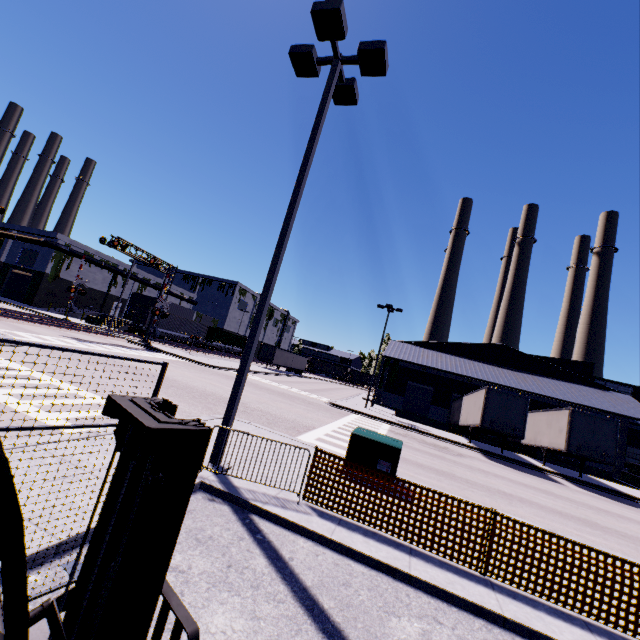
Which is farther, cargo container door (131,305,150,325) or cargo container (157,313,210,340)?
cargo container (157,313,210,340)

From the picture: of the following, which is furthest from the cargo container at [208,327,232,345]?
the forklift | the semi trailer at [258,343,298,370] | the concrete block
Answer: the concrete block

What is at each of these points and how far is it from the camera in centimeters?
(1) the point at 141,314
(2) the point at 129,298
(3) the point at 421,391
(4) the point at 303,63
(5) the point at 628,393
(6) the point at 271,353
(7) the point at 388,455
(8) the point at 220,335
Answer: (1) cargo container door, 4109cm
(2) building, 5766cm
(3) roll-up door, 3759cm
(4) light, 816cm
(5) building, 3966cm
(6) semi trailer, 5075cm
(7) electrical box, 830cm
(8) cargo container, 5622cm

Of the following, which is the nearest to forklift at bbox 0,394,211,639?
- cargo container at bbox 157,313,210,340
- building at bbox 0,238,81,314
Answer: building at bbox 0,238,81,314

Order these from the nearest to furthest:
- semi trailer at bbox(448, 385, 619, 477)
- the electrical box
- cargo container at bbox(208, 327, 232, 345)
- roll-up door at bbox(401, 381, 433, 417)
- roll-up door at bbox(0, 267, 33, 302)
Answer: the electrical box
semi trailer at bbox(448, 385, 619, 477)
roll-up door at bbox(401, 381, 433, 417)
roll-up door at bbox(0, 267, 33, 302)
cargo container at bbox(208, 327, 232, 345)

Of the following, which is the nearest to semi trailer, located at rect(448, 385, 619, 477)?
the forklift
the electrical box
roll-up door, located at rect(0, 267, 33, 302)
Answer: the forklift

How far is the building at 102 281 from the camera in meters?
48.7

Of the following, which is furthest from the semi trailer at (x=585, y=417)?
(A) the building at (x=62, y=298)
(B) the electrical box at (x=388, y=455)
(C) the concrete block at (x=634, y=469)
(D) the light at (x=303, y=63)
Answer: (D) the light at (x=303, y=63)
